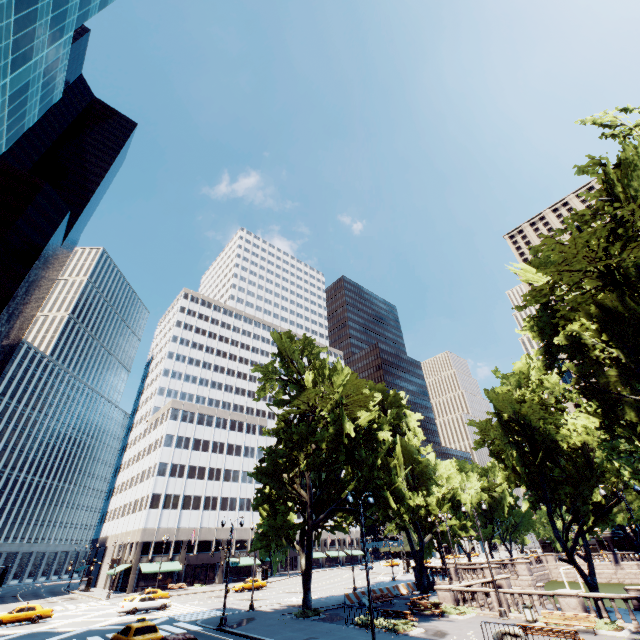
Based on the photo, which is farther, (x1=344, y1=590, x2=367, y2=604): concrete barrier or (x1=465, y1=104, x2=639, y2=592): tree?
(x1=344, y1=590, x2=367, y2=604): concrete barrier

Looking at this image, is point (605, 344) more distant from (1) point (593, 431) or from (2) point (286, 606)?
(2) point (286, 606)

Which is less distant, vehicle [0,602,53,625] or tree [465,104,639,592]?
tree [465,104,639,592]

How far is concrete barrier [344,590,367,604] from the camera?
32.4 meters

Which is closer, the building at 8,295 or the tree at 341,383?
the tree at 341,383

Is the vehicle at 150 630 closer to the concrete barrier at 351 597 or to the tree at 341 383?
the tree at 341 383

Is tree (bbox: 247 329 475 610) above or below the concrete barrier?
above

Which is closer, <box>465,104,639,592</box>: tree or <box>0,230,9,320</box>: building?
<box>465,104,639,592</box>: tree
